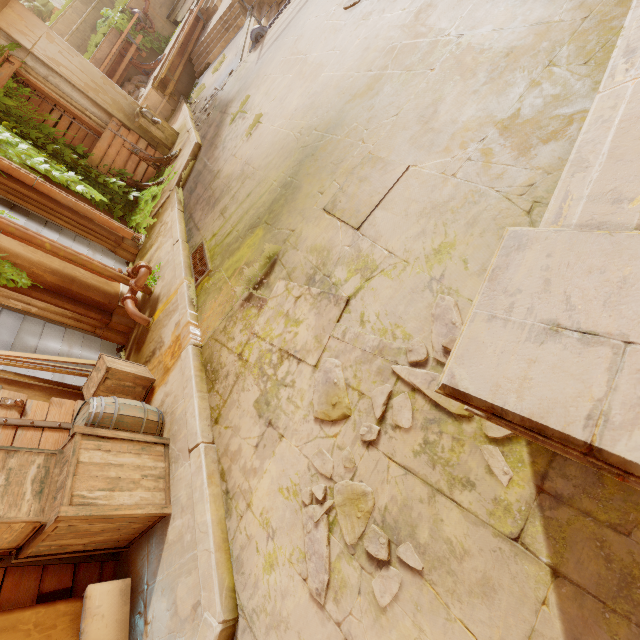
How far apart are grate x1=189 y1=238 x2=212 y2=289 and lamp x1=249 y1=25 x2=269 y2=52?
7.4m

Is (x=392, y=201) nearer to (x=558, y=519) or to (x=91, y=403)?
(x=558, y=519)

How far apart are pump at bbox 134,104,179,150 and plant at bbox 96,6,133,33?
8.09m

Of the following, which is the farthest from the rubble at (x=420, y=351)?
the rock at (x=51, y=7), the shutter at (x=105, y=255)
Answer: the rock at (x=51, y=7)

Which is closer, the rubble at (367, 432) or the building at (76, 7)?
the rubble at (367, 432)

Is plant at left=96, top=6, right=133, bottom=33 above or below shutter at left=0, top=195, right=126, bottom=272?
above

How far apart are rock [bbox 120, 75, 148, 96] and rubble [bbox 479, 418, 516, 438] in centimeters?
1610cm

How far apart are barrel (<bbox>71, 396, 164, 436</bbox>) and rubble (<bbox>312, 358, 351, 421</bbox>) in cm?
226
